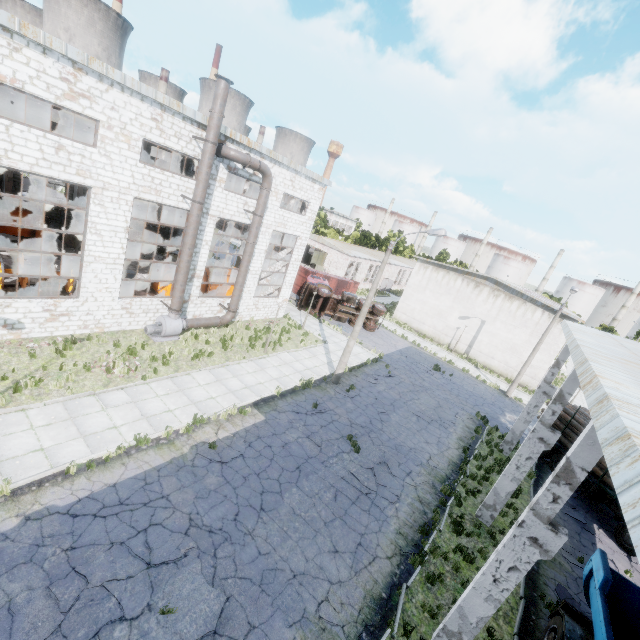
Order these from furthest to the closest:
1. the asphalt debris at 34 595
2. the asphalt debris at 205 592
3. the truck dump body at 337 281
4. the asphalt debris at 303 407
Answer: the truck dump body at 337 281 → the asphalt debris at 303 407 → the asphalt debris at 205 592 → the asphalt debris at 34 595

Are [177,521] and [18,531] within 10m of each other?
yes

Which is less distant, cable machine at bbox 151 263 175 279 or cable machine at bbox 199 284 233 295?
cable machine at bbox 151 263 175 279

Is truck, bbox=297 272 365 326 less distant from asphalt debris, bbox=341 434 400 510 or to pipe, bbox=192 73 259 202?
pipe, bbox=192 73 259 202

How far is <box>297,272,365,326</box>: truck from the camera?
29.61m

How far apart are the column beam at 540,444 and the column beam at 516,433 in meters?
6.6

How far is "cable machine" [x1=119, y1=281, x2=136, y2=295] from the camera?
Result: 19.47m

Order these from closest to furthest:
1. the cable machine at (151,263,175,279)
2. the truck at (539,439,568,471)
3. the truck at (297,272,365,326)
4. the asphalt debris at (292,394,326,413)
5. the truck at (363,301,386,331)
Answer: the asphalt debris at (292,394,326,413), the truck at (539,439,568,471), the cable machine at (151,263,175,279), the truck at (297,272,365,326), the truck at (363,301,386,331)
